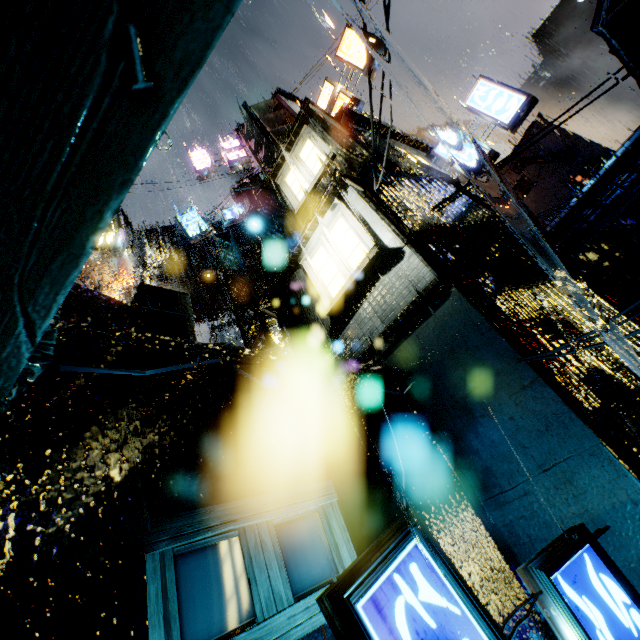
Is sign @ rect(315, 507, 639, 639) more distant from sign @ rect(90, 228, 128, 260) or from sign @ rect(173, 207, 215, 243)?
sign @ rect(90, 228, 128, 260)

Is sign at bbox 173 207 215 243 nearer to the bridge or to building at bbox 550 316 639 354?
building at bbox 550 316 639 354

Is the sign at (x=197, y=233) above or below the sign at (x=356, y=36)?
below

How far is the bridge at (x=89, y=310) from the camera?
4.5 meters

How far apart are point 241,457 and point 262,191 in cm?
1264

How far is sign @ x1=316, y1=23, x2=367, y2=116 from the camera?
13.8 meters

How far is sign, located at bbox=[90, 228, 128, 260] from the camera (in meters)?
14.67

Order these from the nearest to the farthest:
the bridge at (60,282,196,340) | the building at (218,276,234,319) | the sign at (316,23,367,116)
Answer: the bridge at (60,282,196,340) < the sign at (316,23,367,116) < the building at (218,276,234,319)
